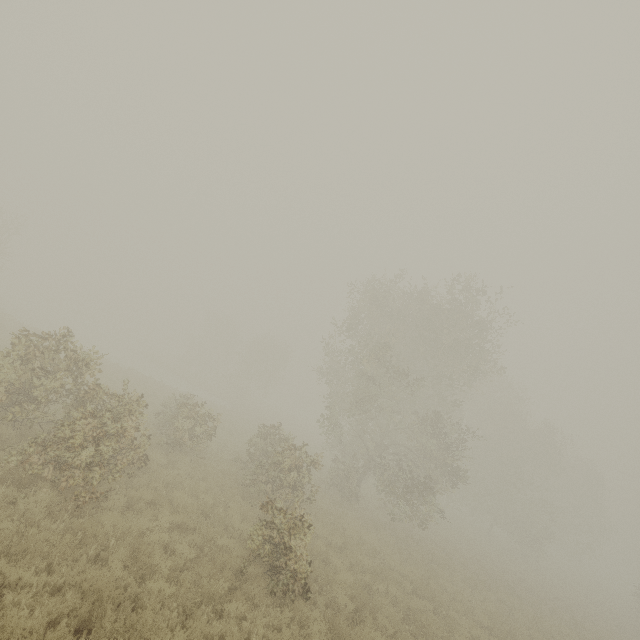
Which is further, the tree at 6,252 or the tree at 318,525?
the tree at 6,252

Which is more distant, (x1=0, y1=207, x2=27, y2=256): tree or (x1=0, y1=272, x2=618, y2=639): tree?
(x1=0, y1=207, x2=27, y2=256): tree

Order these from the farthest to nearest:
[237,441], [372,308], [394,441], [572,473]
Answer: [572,473] < [394,441] < [372,308] < [237,441]
